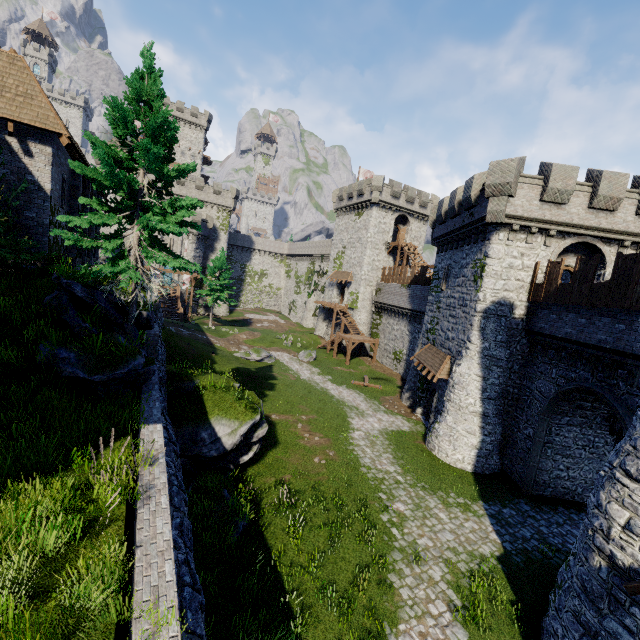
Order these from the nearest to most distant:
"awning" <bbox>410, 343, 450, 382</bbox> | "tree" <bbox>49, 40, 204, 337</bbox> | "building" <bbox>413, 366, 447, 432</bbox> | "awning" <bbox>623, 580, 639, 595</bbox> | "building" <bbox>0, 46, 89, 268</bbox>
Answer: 1. "awning" <bbox>623, 580, 639, 595</bbox>
2. "tree" <bbox>49, 40, 204, 337</bbox>
3. "building" <bbox>0, 46, 89, 268</bbox>
4. "awning" <bbox>410, 343, 450, 382</bbox>
5. "building" <bbox>413, 366, 447, 432</bbox>

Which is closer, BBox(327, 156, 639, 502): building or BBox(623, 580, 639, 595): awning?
BBox(623, 580, 639, 595): awning

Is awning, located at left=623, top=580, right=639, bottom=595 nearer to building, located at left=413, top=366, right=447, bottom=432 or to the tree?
building, located at left=413, top=366, right=447, bottom=432

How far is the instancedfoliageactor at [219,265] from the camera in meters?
43.8 m

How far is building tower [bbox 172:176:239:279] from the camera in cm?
5438

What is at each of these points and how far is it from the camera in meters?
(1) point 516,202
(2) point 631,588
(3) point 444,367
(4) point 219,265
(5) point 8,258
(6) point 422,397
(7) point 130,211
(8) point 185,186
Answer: (1) building, 17.0
(2) awning, 6.9
(3) awning, 20.7
(4) instancedfoliageactor, 44.5
(5) bush, 11.0
(6) building, 25.4
(7) tree, 11.7
(8) building tower, 54.2

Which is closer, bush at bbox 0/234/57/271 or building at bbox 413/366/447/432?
bush at bbox 0/234/57/271

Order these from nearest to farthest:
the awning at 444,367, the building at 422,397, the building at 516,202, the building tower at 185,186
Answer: the building at 516,202 → the awning at 444,367 → the building at 422,397 → the building tower at 185,186
